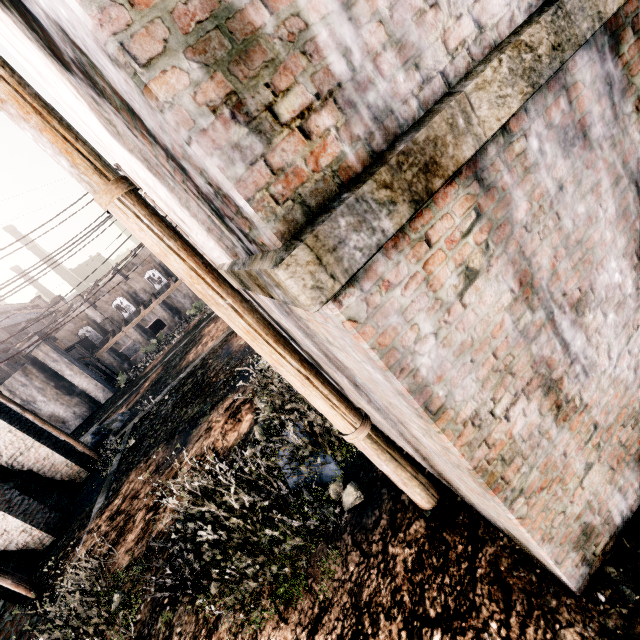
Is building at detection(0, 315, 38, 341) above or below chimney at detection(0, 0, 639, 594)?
above

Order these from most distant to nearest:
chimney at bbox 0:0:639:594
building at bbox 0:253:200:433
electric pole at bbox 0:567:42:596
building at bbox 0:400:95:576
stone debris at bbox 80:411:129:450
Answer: building at bbox 0:253:200:433, stone debris at bbox 80:411:129:450, building at bbox 0:400:95:576, electric pole at bbox 0:567:42:596, chimney at bbox 0:0:639:594

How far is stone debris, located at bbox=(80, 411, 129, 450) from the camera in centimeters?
2150cm

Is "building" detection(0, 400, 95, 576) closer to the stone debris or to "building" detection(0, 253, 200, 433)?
the stone debris

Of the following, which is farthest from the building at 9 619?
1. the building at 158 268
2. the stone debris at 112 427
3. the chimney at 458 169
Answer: the building at 158 268

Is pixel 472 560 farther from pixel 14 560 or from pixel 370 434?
pixel 14 560

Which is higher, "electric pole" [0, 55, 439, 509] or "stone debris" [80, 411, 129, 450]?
"electric pole" [0, 55, 439, 509]

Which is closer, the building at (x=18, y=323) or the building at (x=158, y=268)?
the building at (x=158, y=268)
